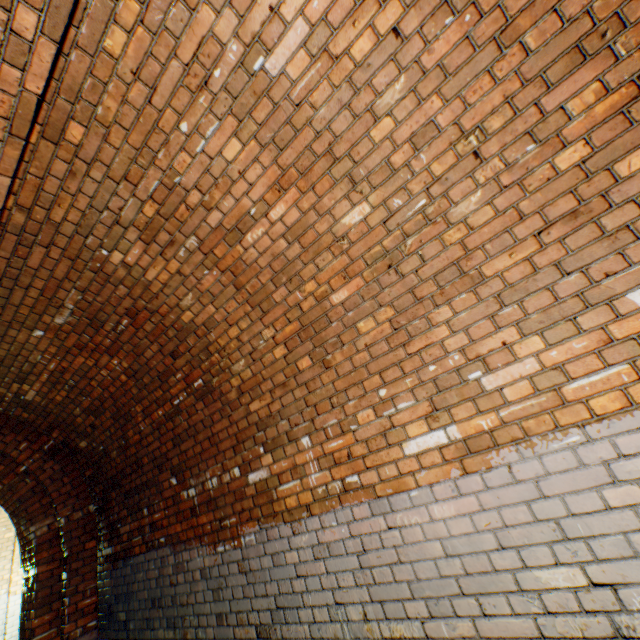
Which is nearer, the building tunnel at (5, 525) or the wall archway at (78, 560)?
the wall archway at (78, 560)

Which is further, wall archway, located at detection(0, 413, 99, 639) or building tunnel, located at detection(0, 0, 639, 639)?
wall archway, located at detection(0, 413, 99, 639)

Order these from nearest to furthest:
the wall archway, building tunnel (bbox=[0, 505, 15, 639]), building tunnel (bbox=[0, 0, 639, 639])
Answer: building tunnel (bbox=[0, 0, 639, 639]), the wall archway, building tunnel (bbox=[0, 505, 15, 639])

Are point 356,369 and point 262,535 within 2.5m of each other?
yes

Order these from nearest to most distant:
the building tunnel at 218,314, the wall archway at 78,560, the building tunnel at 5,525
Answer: the building tunnel at 218,314, the wall archway at 78,560, the building tunnel at 5,525

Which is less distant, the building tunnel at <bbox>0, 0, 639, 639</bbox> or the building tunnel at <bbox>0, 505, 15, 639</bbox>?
the building tunnel at <bbox>0, 0, 639, 639</bbox>
